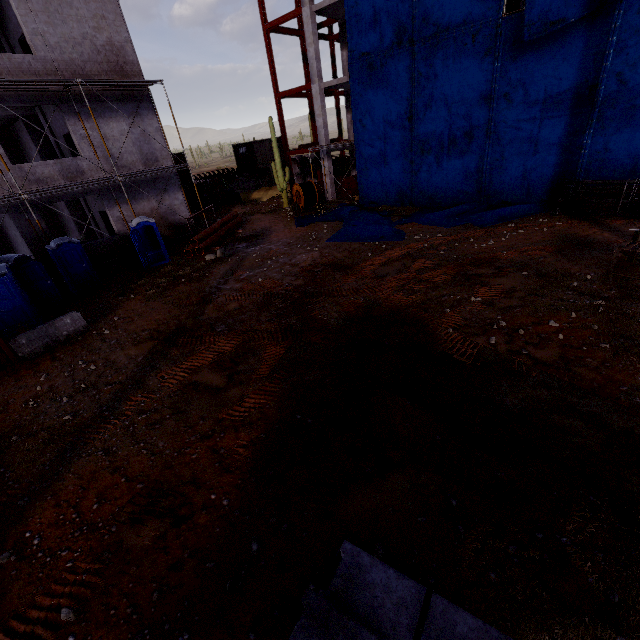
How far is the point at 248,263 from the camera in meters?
15.4 m

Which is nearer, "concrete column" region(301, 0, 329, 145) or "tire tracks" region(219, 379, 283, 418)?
"tire tracks" region(219, 379, 283, 418)

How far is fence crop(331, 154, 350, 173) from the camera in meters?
32.1 m

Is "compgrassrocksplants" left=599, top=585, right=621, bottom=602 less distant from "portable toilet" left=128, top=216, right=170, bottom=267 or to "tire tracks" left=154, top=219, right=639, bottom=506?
"tire tracks" left=154, top=219, right=639, bottom=506

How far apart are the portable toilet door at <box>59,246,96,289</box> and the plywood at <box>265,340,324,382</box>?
11.96m

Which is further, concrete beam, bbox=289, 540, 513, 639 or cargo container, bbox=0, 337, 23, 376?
cargo container, bbox=0, 337, 23, 376

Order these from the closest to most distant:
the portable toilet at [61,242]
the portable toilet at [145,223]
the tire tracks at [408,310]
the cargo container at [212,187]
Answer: the tire tracks at [408,310], the portable toilet at [61,242], the portable toilet at [145,223], the cargo container at [212,187]

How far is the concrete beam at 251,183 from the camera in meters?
35.7
